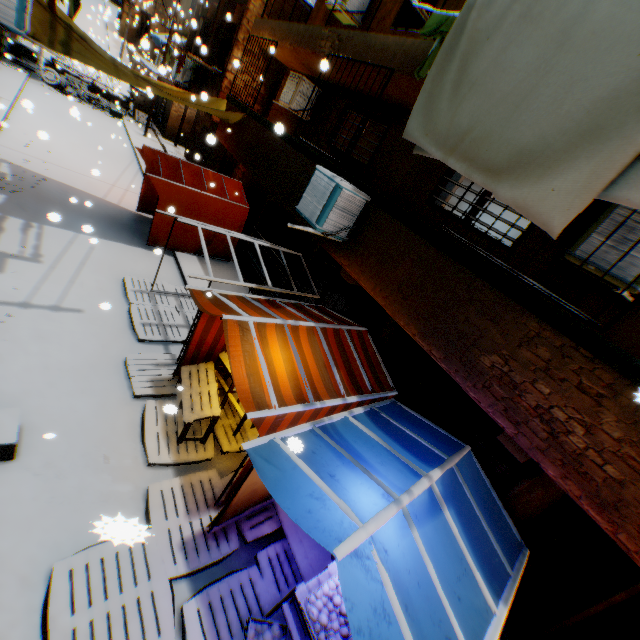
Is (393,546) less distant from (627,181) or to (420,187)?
(627,181)

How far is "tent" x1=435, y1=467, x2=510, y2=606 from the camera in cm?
352

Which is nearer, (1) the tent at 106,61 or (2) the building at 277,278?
(1) the tent at 106,61

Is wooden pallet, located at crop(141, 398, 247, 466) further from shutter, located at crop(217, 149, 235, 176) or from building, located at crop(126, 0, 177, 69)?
building, located at crop(126, 0, 177, 69)

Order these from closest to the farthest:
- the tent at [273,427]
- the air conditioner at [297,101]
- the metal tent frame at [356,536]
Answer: the metal tent frame at [356,536]
the tent at [273,427]
the air conditioner at [297,101]

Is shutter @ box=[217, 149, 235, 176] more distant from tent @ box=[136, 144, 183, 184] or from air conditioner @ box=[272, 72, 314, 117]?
air conditioner @ box=[272, 72, 314, 117]

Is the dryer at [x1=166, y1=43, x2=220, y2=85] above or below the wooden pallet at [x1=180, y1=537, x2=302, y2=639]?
above

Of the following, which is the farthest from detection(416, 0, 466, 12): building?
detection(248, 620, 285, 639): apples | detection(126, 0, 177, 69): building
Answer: detection(126, 0, 177, 69): building
